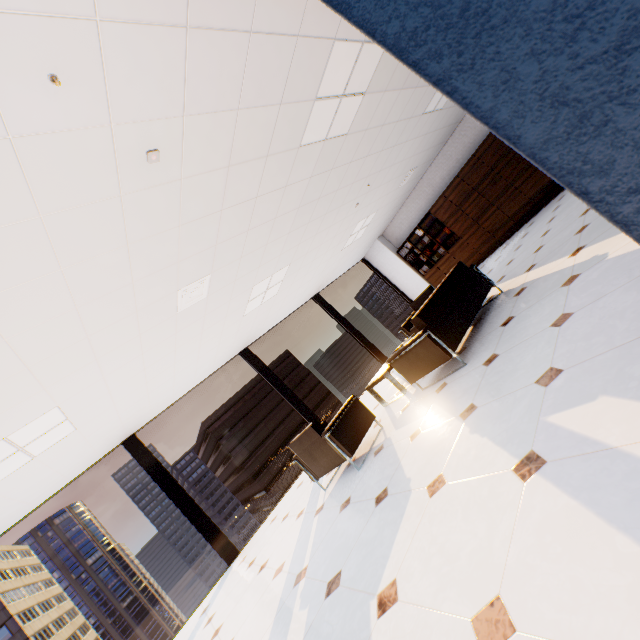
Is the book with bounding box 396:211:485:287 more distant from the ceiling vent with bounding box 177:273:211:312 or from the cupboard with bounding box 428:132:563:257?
the ceiling vent with bounding box 177:273:211:312

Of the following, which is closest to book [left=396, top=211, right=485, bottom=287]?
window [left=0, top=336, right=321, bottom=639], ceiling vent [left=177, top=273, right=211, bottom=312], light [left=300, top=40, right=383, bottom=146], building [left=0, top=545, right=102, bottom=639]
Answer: window [left=0, top=336, right=321, bottom=639]

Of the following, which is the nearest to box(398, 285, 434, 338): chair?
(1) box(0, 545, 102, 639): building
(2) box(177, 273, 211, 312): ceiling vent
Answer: (2) box(177, 273, 211, 312): ceiling vent

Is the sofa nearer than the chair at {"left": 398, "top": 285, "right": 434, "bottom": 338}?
Yes

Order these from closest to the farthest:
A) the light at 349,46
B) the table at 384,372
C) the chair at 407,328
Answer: the light at 349,46 < the table at 384,372 < the chair at 407,328

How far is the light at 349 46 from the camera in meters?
3.0

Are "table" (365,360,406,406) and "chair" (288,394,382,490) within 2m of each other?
yes

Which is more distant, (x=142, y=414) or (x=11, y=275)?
(x=142, y=414)
